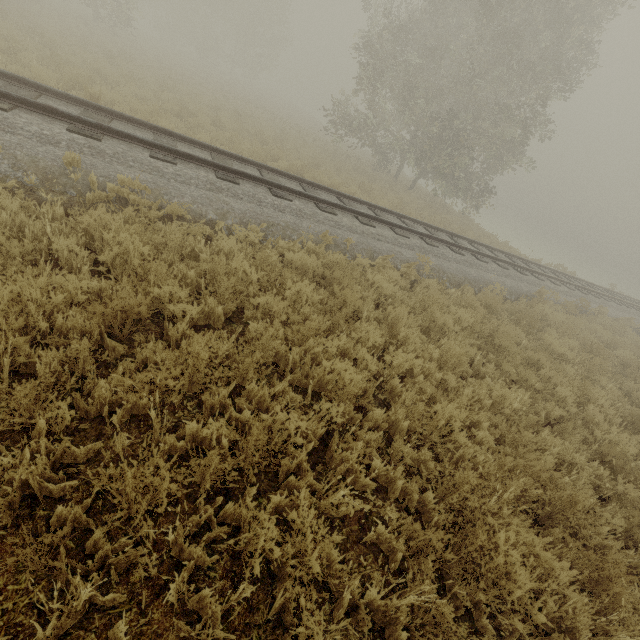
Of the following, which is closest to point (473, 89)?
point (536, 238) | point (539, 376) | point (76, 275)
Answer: point (539, 376)
